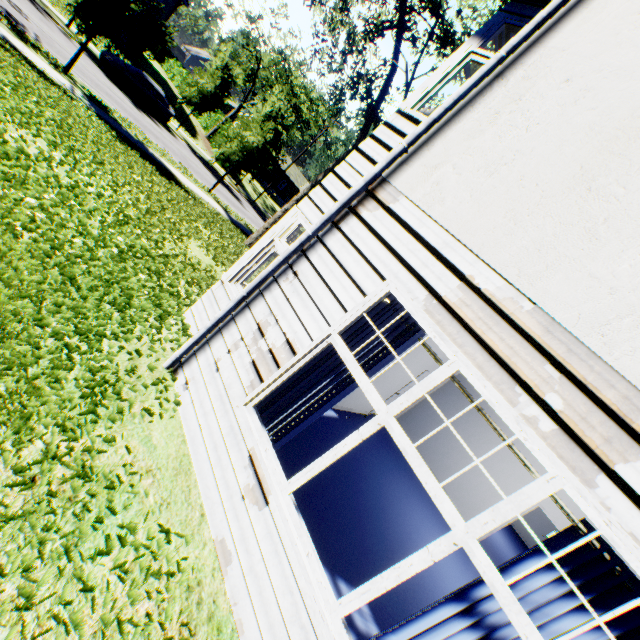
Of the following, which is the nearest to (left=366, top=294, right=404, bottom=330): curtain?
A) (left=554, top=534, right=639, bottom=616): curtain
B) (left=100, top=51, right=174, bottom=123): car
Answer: (left=554, top=534, right=639, bottom=616): curtain

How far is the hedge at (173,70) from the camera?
45.33m

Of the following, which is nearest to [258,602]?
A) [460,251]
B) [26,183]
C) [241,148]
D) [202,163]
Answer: [460,251]

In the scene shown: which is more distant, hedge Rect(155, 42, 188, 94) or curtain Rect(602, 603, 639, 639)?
hedge Rect(155, 42, 188, 94)

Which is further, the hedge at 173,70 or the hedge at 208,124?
the hedge at 173,70

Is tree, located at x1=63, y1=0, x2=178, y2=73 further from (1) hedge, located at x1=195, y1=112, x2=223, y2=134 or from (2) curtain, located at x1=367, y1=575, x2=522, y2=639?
(2) curtain, located at x1=367, y1=575, x2=522, y2=639

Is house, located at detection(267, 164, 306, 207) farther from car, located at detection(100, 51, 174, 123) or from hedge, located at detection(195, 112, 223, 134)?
car, located at detection(100, 51, 174, 123)

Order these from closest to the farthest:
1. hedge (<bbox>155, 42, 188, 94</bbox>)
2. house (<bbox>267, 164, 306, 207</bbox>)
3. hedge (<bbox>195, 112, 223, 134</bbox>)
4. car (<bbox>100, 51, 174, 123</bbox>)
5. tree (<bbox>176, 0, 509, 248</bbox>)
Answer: tree (<bbox>176, 0, 509, 248</bbox>) < car (<bbox>100, 51, 174, 123</bbox>) < hedge (<bbox>195, 112, 223, 134</bbox>) < hedge (<bbox>155, 42, 188, 94</bbox>) < house (<bbox>267, 164, 306, 207</bbox>)
